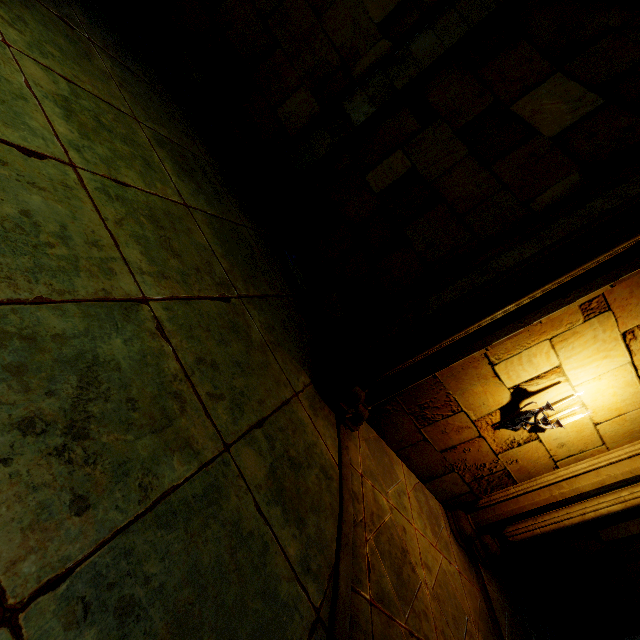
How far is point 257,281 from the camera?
3.7 meters

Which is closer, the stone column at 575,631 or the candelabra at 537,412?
the candelabra at 537,412

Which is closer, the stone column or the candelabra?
the candelabra

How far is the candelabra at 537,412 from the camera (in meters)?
3.81

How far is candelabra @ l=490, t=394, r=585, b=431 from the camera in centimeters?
381cm

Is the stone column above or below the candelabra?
below
